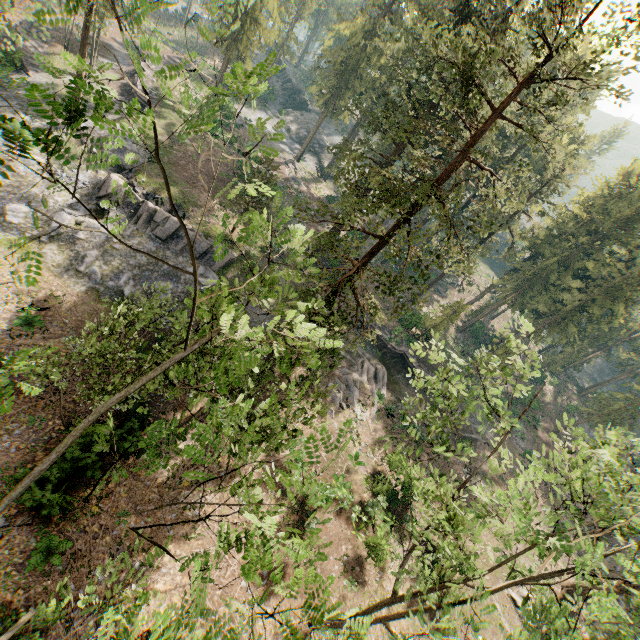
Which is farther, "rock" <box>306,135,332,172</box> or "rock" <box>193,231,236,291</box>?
"rock" <box>306,135,332,172</box>

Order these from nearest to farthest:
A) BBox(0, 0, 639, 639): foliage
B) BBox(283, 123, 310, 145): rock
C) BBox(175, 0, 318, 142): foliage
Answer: BBox(175, 0, 318, 142): foliage
BBox(0, 0, 639, 639): foliage
BBox(283, 123, 310, 145): rock

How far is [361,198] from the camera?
21.5 meters

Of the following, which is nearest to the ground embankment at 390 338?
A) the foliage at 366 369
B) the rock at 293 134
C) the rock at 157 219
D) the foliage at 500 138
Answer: the foliage at 500 138

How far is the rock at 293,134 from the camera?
57.84m

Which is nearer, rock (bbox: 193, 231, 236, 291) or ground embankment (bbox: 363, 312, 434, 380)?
rock (bbox: 193, 231, 236, 291)

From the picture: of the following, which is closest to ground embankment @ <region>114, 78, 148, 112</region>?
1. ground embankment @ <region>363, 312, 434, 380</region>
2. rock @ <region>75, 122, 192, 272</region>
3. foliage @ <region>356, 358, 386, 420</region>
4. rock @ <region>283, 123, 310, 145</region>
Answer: rock @ <region>75, 122, 192, 272</region>

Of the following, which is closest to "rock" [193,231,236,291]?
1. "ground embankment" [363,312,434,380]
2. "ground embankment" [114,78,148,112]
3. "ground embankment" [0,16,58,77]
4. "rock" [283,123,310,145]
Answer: "ground embankment" [114,78,148,112]
